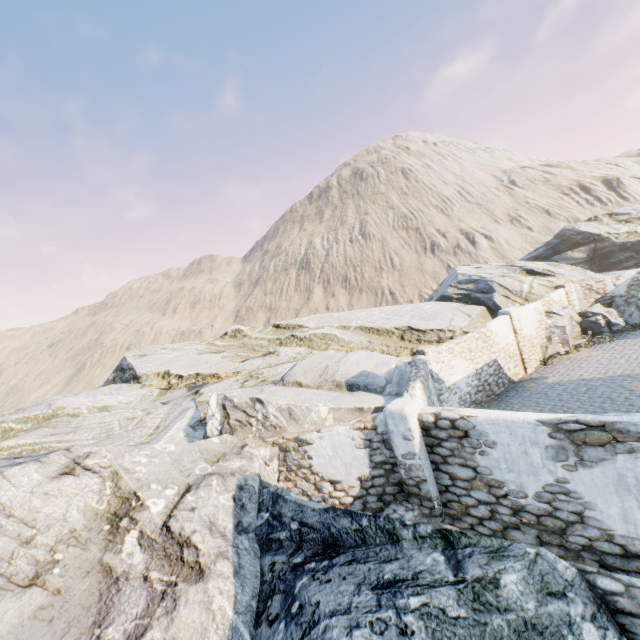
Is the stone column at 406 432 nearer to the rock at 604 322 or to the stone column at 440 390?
the rock at 604 322

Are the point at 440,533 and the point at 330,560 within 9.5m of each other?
yes

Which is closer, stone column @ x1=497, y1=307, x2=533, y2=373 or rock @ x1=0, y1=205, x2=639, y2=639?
rock @ x1=0, y1=205, x2=639, y2=639

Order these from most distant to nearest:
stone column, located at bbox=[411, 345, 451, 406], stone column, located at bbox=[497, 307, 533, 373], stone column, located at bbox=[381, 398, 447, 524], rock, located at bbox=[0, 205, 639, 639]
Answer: stone column, located at bbox=[497, 307, 533, 373], stone column, located at bbox=[411, 345, 451, 406], stone column, located at bbox=[381, 398, 447, 524], rock, located at bbox=[0, 205, 639, 639]

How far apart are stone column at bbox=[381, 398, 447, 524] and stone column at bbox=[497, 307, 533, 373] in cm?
1088

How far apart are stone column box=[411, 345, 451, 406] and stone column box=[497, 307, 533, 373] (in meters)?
5.60

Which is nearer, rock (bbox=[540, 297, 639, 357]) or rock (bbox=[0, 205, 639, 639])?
rock (bbox=[0, 205, 639, 639])

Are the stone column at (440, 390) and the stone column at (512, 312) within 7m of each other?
yes
